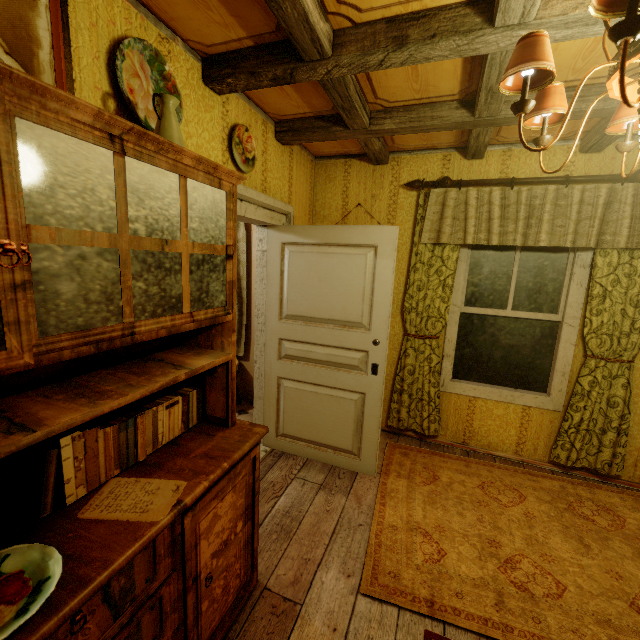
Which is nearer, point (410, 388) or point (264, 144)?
point (264, 144)

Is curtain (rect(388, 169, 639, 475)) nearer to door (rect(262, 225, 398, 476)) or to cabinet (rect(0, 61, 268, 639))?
door (rect(262, 225, 398, 476))

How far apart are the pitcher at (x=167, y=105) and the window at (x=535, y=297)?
2.7 meters

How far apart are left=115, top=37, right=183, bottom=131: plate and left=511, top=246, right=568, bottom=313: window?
2.66m

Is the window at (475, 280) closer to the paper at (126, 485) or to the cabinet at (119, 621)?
the cabinet at (119, 621)

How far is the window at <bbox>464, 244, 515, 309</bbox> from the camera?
3.0 meters

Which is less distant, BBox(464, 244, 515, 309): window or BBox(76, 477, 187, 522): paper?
BBox(76, 477, 187, 522): paper
